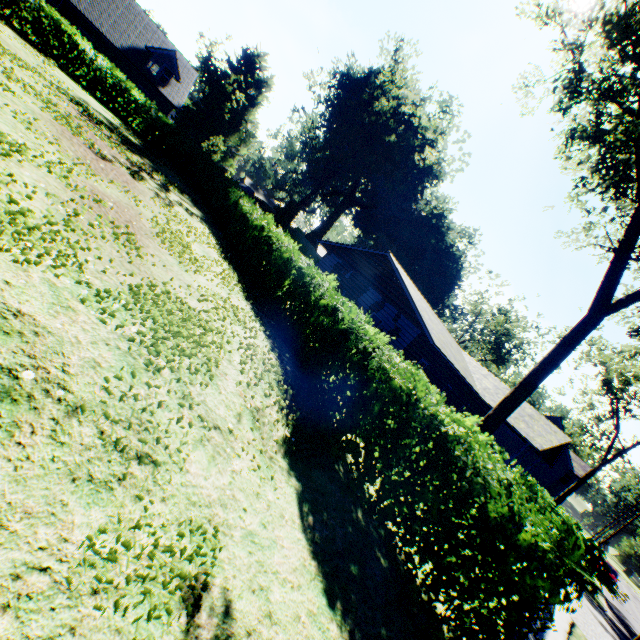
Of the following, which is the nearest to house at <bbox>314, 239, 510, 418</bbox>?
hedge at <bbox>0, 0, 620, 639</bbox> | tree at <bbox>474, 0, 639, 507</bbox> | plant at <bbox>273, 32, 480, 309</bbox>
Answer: tree at <bbox>474, 0, 639, 507</bbox>

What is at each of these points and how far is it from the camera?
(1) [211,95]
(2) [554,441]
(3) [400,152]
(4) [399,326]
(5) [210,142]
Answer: (1) plant, 57.2m
(2) house, 21.2m
(3) plant, 45.2m
(4) house, 17.3m
(5) plant, 41.0m

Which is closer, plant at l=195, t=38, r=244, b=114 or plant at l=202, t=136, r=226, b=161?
plant at l=202, t=136, r=226, b=161

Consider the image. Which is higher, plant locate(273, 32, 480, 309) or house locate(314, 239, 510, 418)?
plant locate(273, 32, 480, 309)

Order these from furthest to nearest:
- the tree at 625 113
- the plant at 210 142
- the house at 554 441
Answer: the plant at 210 142
the house at 554 441
the tree at 625 113

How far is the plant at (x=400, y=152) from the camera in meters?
36.3 m

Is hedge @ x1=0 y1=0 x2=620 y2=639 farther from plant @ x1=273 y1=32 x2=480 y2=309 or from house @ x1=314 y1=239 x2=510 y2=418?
plant @ x1=273 y1=32 x2=480 y2=309
